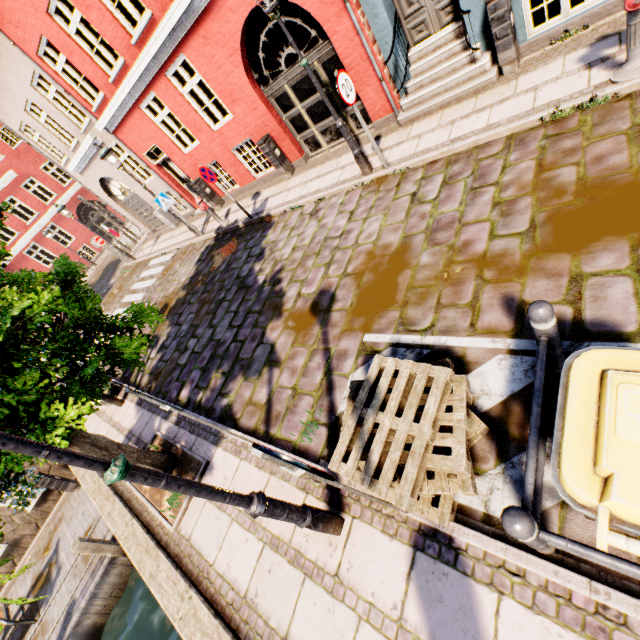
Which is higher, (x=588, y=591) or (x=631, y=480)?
(x=631, y=480)

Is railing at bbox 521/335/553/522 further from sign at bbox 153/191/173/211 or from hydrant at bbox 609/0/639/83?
sign at bbox 153/191/173/211

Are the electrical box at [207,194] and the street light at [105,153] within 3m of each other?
yes

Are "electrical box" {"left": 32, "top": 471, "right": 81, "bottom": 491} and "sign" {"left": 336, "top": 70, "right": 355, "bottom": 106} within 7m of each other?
no

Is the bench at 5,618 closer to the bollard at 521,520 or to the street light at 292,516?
the street light at 292,516

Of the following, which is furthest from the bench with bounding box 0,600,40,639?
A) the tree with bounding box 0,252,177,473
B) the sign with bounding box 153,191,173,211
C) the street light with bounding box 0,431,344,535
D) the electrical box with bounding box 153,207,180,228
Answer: the electrical box with bounding box 153,207,180,228

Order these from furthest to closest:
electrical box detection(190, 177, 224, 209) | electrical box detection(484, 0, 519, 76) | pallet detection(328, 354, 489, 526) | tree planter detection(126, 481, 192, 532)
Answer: electrical box detection(190, 177, 224, 209), electrical box detection(484, 0, 519, 76), tree planter detection(126, 481, 192, 532), pallet detection(328, 354, 489, 526)

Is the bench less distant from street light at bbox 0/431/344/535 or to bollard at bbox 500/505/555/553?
street light at bbox 0/431/344/535
